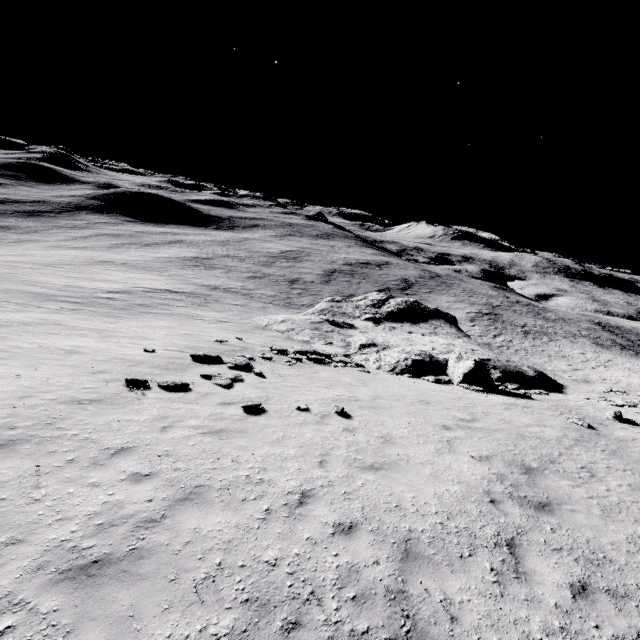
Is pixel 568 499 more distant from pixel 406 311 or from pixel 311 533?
pixel 406 311

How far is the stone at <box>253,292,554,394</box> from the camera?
21.5 meters

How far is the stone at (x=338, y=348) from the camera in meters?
21.5 m
